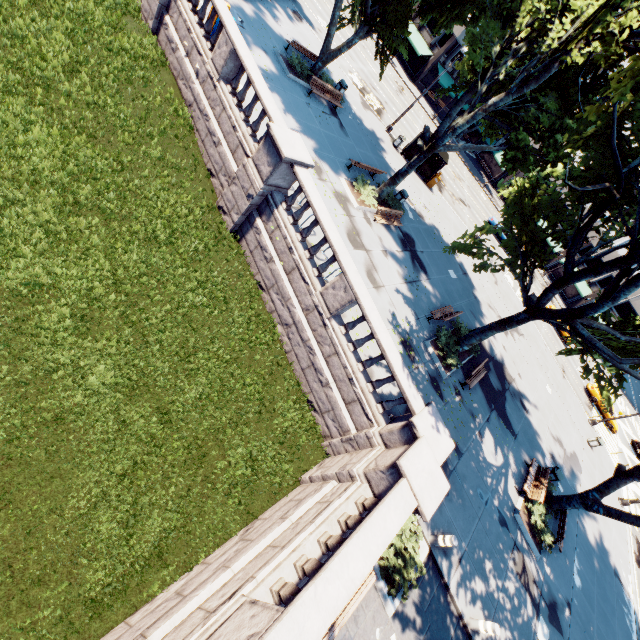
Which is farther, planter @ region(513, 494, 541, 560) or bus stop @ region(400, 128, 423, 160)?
bus stop @ region(400, 128, 423, 160)

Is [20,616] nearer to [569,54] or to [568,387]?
[569,54]

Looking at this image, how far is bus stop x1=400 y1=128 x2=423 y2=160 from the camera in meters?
25.7 m

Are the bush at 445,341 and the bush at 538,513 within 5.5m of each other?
no

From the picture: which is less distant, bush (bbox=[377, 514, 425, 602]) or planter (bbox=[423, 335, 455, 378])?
bush (bbox=[377, 514, 425, 602])

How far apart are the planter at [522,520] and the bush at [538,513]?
0.1 meters

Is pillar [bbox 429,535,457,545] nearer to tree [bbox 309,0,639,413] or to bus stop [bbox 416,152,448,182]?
tree [bbox 309,0,639,413]

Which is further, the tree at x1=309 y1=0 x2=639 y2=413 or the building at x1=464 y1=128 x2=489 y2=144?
the building at x1=464 y1=128 x2=489 y2=144
